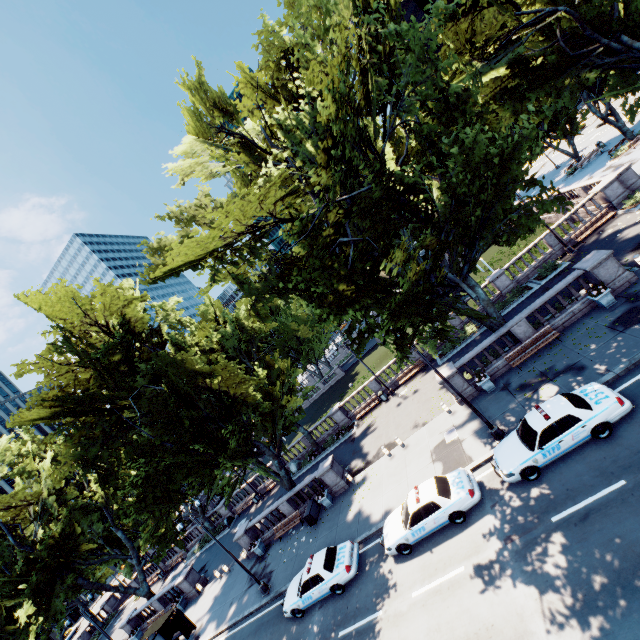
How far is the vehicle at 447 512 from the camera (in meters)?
13.47

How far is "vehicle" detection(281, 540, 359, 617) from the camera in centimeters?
1558cm

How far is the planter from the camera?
16.59m

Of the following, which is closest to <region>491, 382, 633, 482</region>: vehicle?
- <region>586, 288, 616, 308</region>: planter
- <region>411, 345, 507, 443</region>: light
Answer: <region>411, 345, 507, 443</region>: light

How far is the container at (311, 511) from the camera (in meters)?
22.56

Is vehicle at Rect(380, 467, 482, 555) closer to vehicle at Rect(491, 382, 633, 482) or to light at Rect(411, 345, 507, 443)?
vehicle at Rect(491, 382, 633, 482)

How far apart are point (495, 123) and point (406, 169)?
9.86m

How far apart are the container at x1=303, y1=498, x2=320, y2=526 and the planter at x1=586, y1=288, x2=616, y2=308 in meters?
21.9
